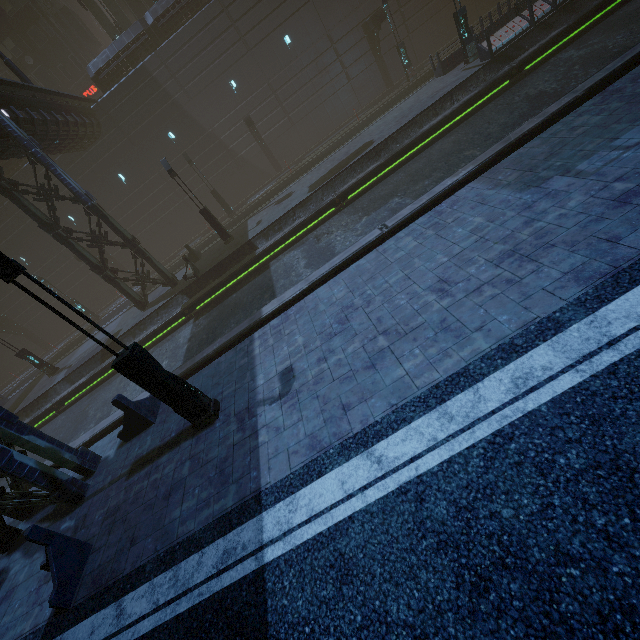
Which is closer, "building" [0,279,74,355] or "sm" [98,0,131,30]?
"sm" [98,0,131,30]

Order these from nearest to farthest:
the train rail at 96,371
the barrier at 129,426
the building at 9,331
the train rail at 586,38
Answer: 1. the barrier at 129,426
2. the train rail at 586,38
3. the train rail at 96,371
4. the building at 9,331

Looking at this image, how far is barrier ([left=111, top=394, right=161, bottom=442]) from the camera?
8.6m

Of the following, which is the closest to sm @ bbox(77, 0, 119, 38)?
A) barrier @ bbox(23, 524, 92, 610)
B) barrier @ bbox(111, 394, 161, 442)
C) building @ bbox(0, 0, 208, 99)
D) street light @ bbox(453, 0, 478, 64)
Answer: building @ bbox(0, 0, 208, 99)

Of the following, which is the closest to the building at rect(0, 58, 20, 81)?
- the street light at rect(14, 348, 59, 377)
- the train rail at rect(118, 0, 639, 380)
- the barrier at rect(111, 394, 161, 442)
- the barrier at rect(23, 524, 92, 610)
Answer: the train rail at rect(118, 0, 639, 380)

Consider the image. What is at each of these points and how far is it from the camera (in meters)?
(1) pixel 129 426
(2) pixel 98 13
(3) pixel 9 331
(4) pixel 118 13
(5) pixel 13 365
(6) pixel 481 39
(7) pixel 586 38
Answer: (1) barrier, 9.01
(2) sm, 25.59
(3) building, 30.83
(4) sm, 25.81
(5) building, 34.09
(6) building, 19.05
(7) train rail, 14.09

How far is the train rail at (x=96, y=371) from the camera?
12.3m

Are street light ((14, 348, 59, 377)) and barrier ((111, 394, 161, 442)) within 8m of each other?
no
